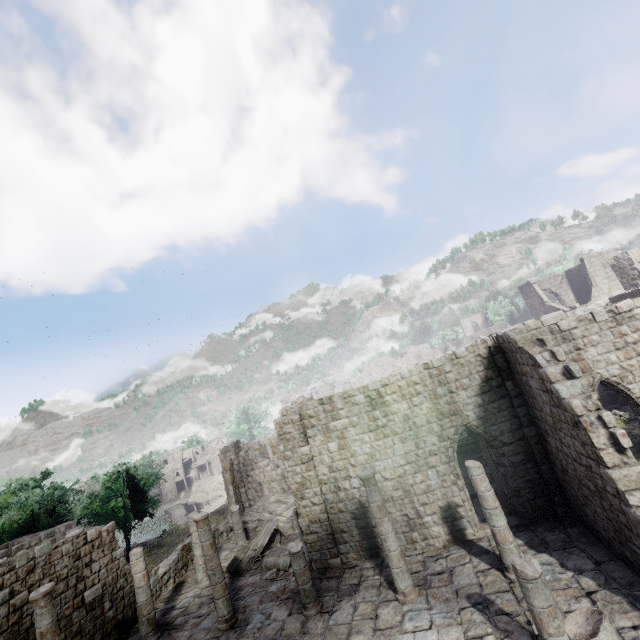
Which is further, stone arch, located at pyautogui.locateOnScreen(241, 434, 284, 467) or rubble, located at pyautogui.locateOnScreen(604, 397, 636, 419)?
stone arch, located at pyautogui.locateOnScreen(241, 434, 284, 467)

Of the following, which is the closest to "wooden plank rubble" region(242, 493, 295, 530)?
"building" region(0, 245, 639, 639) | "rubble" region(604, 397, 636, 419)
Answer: "building" region(0, 245, 639, 639)

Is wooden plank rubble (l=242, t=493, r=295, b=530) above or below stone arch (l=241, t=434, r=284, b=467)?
below

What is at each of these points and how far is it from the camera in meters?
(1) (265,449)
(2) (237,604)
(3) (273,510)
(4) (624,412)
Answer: (1) stone arch, 34.8 m
(2) building, 13.2 m
(3) wooden plank rubble, 22.4 m
(4) rubble, 18.3 m

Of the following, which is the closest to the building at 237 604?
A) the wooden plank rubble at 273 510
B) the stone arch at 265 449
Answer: the wooden plank rubble at 273 510

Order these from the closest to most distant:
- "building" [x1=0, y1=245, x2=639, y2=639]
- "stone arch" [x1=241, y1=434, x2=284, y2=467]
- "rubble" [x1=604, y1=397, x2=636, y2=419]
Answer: "building" [x1=0, y1=245, x2=639, y2=639] → "rubble" [x1=604, y1=397, x2=636, y2=419] → "stone arch" [x1=241, y1=434, x2=284, y2=467]

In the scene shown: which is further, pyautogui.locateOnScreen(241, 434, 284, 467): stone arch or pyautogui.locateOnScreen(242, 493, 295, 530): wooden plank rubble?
pyautogui.locateOnScreen(241, 434, 284, 467): stone arch

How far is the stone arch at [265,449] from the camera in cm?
3416
